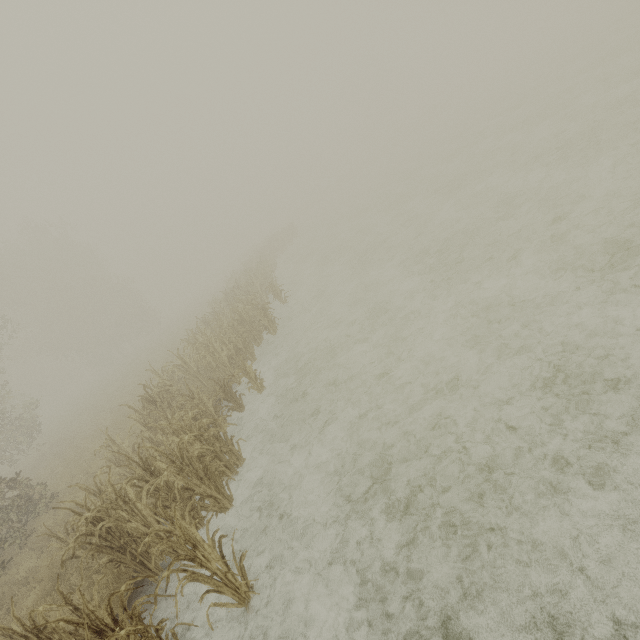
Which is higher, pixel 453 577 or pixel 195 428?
pixel 195 428
